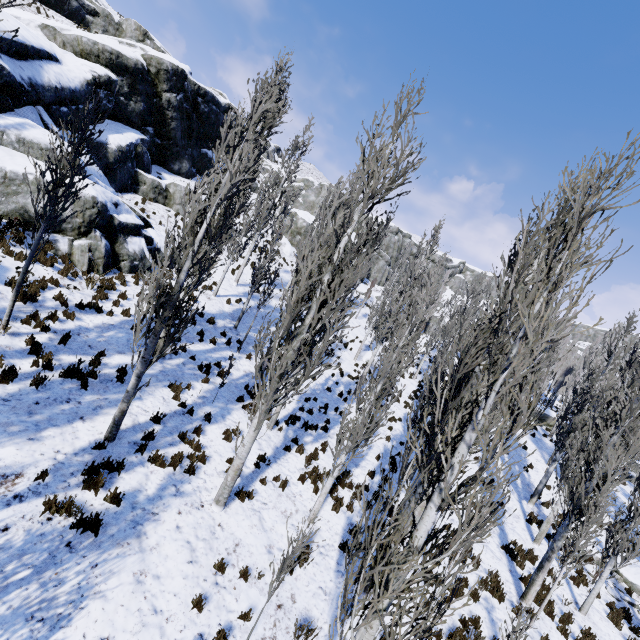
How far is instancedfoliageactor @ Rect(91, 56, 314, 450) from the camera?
7.2m

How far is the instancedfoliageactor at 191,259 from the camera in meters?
7.2 m

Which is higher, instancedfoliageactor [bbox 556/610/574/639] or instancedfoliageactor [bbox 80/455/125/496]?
instancedfoliageactor [bbox 80/455/125/496]

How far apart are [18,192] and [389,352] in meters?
15.0 m

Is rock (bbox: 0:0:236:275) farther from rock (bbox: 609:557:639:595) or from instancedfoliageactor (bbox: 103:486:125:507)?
rock (bbox: 609:557:639:595)

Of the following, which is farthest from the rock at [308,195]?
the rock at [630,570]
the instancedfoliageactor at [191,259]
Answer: the rock at [630,570]

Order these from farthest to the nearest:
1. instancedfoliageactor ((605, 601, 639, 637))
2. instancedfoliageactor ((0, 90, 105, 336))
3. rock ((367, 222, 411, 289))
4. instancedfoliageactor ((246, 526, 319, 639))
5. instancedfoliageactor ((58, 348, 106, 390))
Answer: rock ((367, 222, 411, 289)), instancedfoliageactor ((605, 601, 639, 637)), instancedfoliageactor ((58, 348, 106, 390)), instancedfoliageactor ((0, 90, 105, 336)), instancedfoliageactor ((246, 526, 319, 639))

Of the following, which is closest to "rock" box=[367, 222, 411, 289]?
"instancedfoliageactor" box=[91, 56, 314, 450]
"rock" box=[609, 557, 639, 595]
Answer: "instancedfoliageactor" box=[91, 56, 314, 450]
